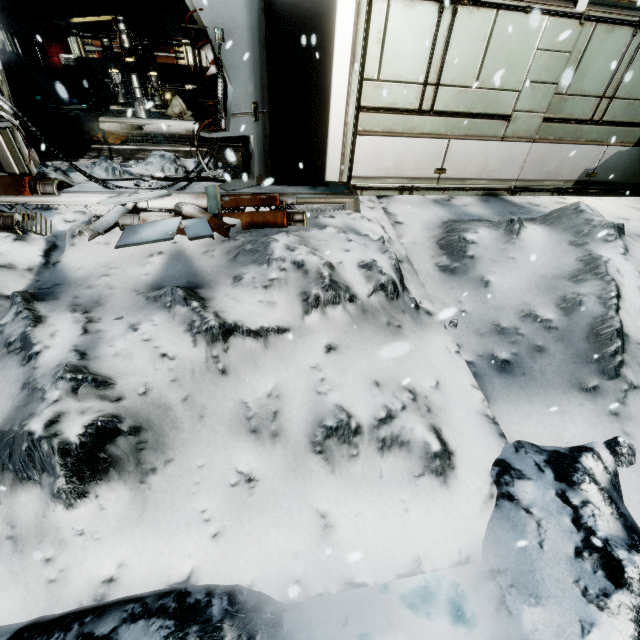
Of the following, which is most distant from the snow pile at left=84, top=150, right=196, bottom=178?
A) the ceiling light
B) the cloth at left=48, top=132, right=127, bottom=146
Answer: the ceiling light

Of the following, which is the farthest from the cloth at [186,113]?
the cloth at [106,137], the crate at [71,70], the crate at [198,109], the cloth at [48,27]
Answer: the cloth at [48,27]

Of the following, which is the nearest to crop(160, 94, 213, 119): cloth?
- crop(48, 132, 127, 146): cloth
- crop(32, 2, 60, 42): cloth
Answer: crop(48, 132, 127, 146): cloth

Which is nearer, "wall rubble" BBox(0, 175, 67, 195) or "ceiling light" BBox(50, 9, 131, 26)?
"wall rubble" BBox(0, 175, 67, 195)

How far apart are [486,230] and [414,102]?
2.6m

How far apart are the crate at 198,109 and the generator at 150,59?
0.84m

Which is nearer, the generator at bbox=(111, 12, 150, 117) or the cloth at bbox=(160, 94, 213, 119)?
the generator at bbox=(111, 12, 150, 117)

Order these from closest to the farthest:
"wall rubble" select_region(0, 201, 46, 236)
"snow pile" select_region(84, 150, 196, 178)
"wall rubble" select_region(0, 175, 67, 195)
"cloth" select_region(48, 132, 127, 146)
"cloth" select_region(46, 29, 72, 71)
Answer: "wall rubble" select_region(0, 201, 46, 236), "wall rubble" select_region(0, 175, 67, 195), "snow pile" select_region(84, 150, 196, 178), "cloth" select_region(48, 132, 127, 146), "cloth" select_region(46, 29, 72, 71)
